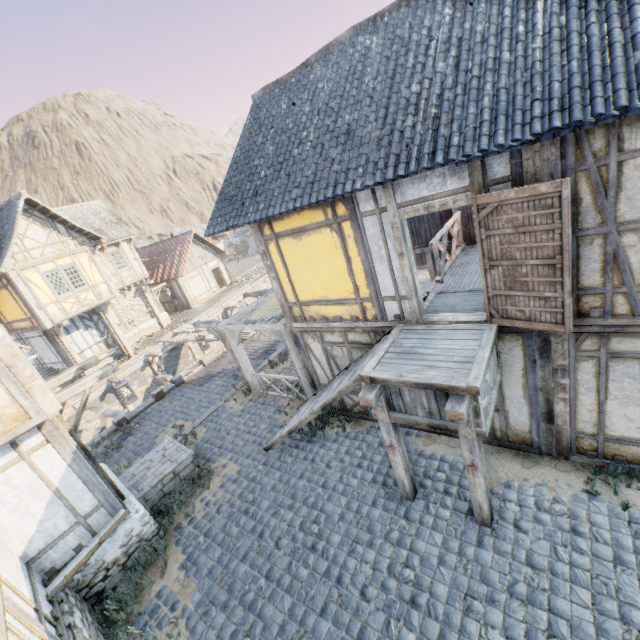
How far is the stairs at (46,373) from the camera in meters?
18.6 m

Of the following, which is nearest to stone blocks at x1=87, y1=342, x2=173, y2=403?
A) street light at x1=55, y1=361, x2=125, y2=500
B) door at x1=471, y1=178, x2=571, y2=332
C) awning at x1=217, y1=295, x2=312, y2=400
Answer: awning at x1=217, y1=295, x2=312, y2=400

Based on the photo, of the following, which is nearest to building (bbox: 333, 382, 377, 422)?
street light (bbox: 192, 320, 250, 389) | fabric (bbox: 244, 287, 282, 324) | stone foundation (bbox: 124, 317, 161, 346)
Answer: fabric (bbox: 244, 287, 282, 324)

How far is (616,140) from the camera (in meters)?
3.84

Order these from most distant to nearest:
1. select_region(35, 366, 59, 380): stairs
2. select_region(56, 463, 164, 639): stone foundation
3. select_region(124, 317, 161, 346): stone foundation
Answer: select_region(124, 317, 161, 346): stone foundation → select_region(35, 366, 59, 380): stairs → select_region(56, 463, 164, 639): stone foundation

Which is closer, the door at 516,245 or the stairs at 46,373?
the door at 516,245

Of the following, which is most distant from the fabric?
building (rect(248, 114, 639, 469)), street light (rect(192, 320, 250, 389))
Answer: street light (rect(192, 320, 250, 389))

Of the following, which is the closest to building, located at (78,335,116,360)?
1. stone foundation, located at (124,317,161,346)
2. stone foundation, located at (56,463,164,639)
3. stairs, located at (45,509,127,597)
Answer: stone foundation, located at (124,317,161,346)
